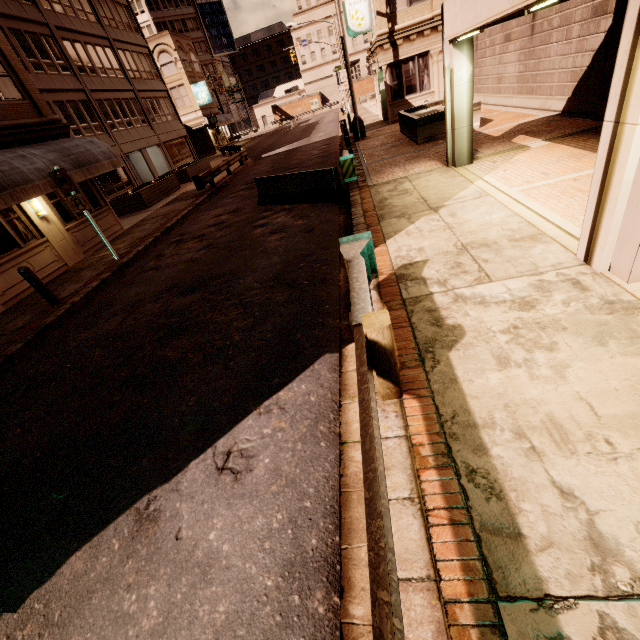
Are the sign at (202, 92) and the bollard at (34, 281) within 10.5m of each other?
no

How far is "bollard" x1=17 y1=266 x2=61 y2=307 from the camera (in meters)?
8.20

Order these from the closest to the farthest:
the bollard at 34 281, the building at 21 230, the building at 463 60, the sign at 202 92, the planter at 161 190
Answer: the building at 463 60, the bollard at 34 281, the building at 21 230, the planter at 161 190, the sign at 202 92

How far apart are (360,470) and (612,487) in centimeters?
191cm

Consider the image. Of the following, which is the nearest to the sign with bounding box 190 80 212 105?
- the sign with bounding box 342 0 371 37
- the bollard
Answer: the sign with bounding box 342 0 371 37

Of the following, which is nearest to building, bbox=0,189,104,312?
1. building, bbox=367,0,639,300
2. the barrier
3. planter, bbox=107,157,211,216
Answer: planter, bbox=107,157,211,216

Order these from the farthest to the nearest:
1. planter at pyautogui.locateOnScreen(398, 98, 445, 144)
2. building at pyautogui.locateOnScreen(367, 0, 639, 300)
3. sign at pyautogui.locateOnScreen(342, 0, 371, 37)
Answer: sign at pyautogui.locateOnScreen(342, 0, 371, 37) → planter at pyautogui.locateOnScreen(398, 98, 445, 144) → building at pyautogui.locateOnScreen(367, 0, 639, 300)

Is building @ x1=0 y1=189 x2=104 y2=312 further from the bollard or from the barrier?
the barrier
